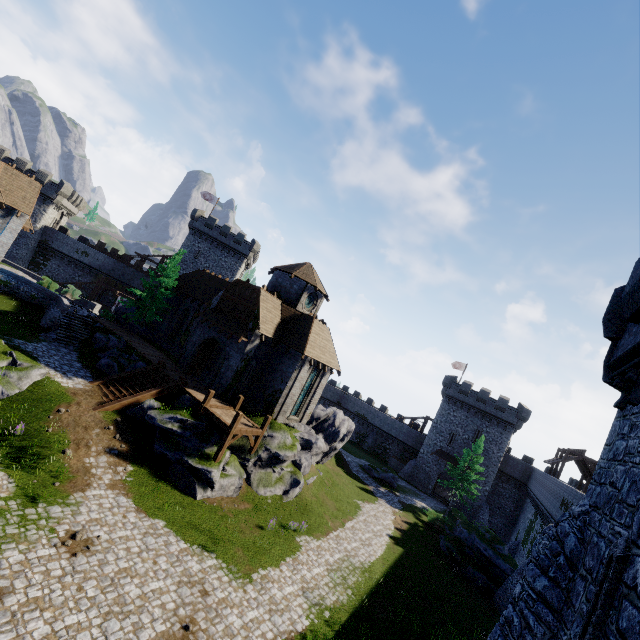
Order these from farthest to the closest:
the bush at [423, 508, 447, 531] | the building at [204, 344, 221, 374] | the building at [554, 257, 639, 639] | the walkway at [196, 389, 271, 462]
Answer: the bush at [423, 508, 447, 531] → the building at [204, 344, 221, 374] → the walkway at [196, 389, 271, 462] → the building at [554, 257, 639, 639]

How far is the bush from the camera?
33.1 meters

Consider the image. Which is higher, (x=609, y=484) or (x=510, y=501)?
(x=609, y=484)

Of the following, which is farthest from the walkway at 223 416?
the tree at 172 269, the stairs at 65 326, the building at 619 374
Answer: the building at 619 374

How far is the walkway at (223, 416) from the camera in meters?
19.4

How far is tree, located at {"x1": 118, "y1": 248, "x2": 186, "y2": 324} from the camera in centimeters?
3153cm

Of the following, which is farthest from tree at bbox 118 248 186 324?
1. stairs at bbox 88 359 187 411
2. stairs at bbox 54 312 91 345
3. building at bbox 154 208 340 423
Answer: stairs at bbox 88 359 187 411

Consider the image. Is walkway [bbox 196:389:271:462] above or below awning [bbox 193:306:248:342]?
below
